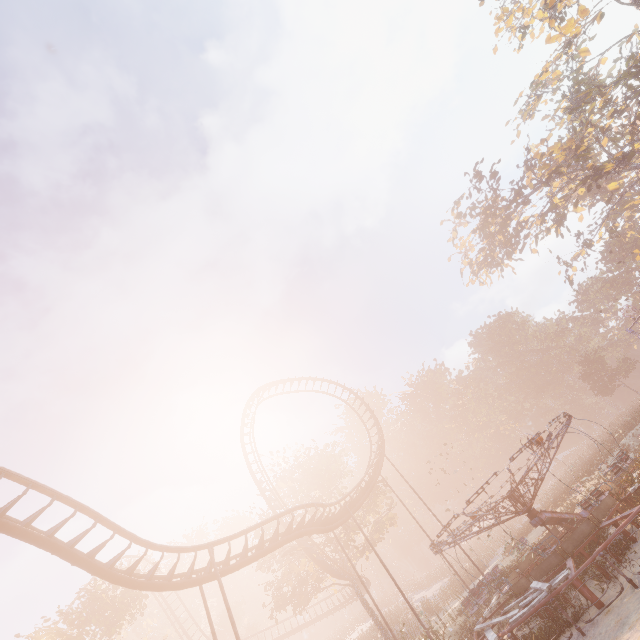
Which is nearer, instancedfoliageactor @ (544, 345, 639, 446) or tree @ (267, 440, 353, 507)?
instancedfoliageactor @ (544, 345, 639, 446)

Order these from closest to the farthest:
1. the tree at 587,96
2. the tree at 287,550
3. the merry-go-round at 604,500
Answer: the merry-go-round at 604,500, the tree at 587,96, the tree at 287,550

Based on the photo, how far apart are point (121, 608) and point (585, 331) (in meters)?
74.31

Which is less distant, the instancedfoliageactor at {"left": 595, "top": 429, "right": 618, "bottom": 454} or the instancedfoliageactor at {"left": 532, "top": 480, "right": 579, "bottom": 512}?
the instancedfoliageactor at {"left": 532, "top": 480, "right": 579, "bottom": 512}

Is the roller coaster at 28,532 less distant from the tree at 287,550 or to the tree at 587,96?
the tree at 287,550

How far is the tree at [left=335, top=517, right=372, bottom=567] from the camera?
30.4 meters

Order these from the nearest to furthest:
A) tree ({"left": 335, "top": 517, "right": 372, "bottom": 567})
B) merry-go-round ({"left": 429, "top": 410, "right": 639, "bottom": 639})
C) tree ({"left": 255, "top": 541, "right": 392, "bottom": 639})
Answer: merry-go-round ({"left": 429, "top": 410, "right": 639, "bottom": 639}), tree ({"left": 255, "top": 541, "right": 392, "bottom": 639}), tree ({"left": 335, "top": 517, "right": 372, "bottom": 567})

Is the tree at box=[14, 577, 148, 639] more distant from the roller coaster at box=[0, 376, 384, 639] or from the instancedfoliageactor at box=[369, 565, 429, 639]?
the instancedfoliageactor at box=[369, 565, 429, 639]
